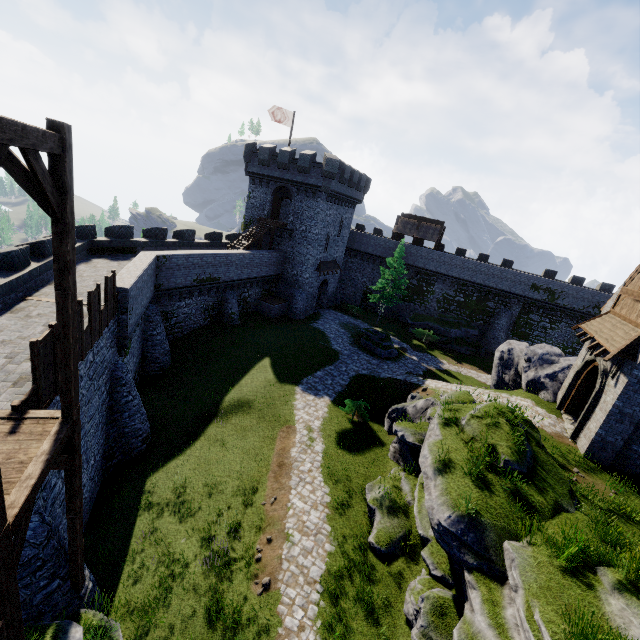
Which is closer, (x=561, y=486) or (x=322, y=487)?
(x=561, y=486)

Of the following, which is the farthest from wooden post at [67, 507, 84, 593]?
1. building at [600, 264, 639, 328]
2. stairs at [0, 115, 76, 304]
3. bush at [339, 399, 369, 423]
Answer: building at [600, 264, 639, 328]

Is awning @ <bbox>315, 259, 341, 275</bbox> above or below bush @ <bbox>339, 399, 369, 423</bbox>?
above

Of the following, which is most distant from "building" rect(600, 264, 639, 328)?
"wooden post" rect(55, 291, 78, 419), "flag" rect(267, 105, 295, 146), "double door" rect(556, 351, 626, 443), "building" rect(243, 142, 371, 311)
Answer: "flag" rect(267, 105, 295, 146)

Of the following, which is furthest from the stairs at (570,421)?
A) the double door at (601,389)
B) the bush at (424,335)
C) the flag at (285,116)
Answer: the flag at (285,116)

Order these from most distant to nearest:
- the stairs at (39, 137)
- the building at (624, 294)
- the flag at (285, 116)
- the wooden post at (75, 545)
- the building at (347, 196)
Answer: the building at (347, 196)
the flag at (285, 116)
the building at (624, 294)
the wooden post at (75, 545)
the stairs at (39, 137)

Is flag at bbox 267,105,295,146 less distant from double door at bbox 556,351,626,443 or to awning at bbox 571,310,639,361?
awning at bbox 571,310,639,361

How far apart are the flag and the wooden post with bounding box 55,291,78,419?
Result: 32.28m
